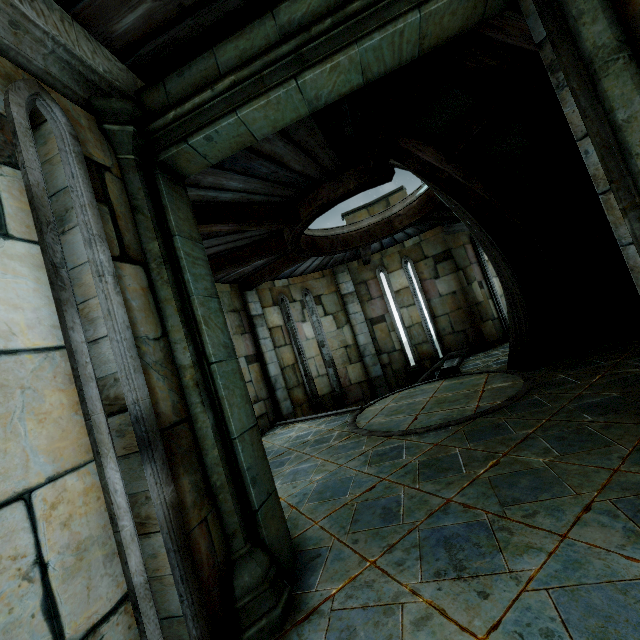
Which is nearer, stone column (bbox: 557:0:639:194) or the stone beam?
stone column (bbox: 557:0:639:194)

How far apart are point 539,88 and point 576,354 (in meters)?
5.27

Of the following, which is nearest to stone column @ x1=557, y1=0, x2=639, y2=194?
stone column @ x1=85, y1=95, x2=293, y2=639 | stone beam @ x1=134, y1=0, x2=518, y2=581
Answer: stone beam @ x1=134, y1=0, x2=518, y2=581

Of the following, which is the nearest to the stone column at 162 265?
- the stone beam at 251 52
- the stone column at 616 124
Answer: the stone beam at 251 52

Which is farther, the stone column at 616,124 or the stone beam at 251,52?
the stone beam at 251,52

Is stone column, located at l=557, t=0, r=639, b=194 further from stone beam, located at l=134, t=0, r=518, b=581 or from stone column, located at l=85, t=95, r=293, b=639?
stone column, located at l=85, t=95, r=293, b=639
